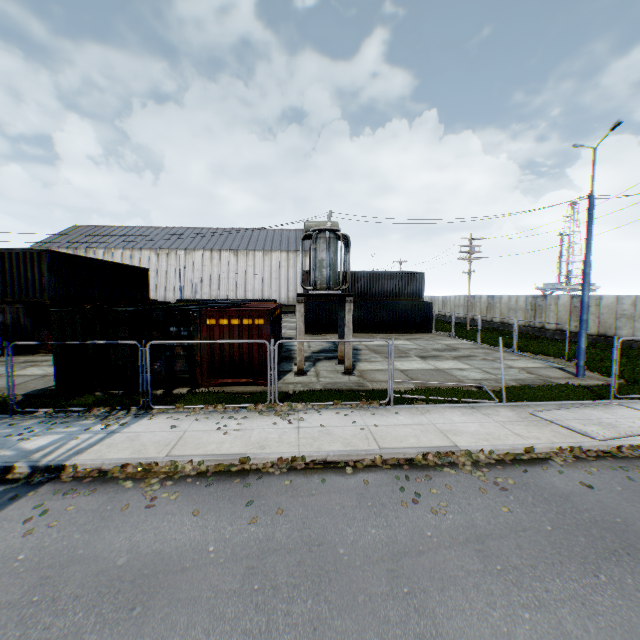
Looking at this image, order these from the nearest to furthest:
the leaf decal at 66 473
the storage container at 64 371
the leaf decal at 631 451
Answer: the leaf decal at 66 473, the leaf decal at 631 451, the storage container at 64 371

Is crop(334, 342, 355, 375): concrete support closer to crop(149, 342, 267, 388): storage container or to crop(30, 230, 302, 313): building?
crop(149, 342, 267, 388): storage container

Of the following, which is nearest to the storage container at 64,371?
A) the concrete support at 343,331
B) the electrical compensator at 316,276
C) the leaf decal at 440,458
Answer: the concrete support at 343,331

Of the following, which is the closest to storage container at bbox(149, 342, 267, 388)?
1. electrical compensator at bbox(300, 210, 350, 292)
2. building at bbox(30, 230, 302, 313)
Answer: electrical compensator at bbox(300, 210, 350, 292)

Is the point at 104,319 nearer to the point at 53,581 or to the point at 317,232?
the point at 317,232

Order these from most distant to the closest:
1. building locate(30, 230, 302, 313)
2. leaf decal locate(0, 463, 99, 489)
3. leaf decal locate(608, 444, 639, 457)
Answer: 1. building locate(30, 230, 302, 313)
2. leaf decal locate(608, 444, 639, 457)
3. leaf decal locate(0, 463, 99, 489)

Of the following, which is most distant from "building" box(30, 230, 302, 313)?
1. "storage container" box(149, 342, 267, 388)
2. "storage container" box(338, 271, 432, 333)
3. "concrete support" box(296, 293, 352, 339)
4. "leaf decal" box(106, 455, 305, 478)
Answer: "leaf decal" box(106, 455, 305, 478)

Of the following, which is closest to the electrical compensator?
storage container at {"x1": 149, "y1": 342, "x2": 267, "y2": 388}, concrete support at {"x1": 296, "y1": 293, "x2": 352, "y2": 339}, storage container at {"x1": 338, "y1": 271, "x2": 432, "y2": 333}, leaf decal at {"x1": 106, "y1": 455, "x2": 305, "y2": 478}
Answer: concrete support at {"x1": 296, "y1": 293, "x2": 352, "y2": 339}
